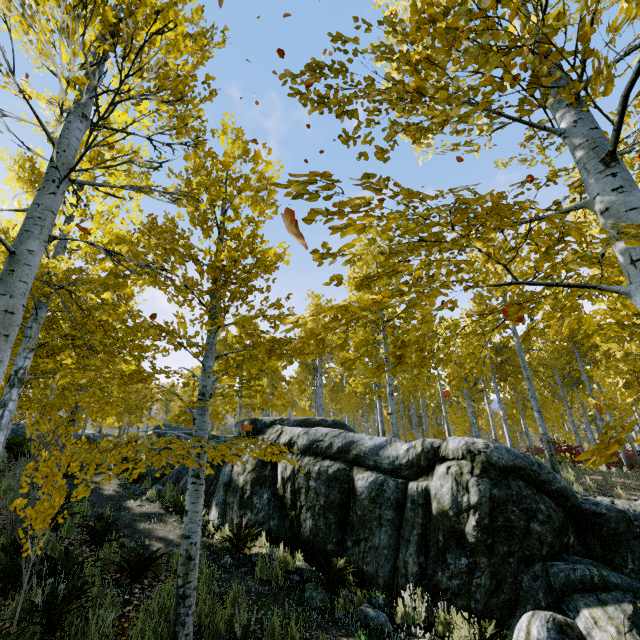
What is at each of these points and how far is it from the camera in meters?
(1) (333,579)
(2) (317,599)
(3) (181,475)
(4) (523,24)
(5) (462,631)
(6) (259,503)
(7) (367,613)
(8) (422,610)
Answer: (1) instancedfoliageactor, 5.7
(2) rock, 5.2
(3) rock, 11.9
(4) instancedfoliageactor, 1.9
(5) instancedfoliageactor, 4.4
(6) rock, 7.8
(7) rock, 4.9
(8) instancedfoliageactor, 5.0

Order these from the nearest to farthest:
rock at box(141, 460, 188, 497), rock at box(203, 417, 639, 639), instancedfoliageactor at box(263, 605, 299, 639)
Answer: instancedfoliageactor at box(263, 605, 299, 639)
rock at box(203, 417, 639, 639)
rock at box(141, 460, 188, 497)

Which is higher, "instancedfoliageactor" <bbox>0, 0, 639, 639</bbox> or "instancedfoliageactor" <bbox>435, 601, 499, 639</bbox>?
"instancedfoliageactor" <bbox>0, 0, 639, 639</bbox>

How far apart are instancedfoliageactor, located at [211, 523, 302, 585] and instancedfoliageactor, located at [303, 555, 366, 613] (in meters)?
0.77

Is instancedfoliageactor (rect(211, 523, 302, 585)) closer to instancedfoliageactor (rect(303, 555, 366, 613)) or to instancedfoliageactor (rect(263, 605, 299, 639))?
instancedfoliageactor (rect(303, 555, 366, 613))

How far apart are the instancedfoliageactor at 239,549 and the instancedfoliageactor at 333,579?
0.77m

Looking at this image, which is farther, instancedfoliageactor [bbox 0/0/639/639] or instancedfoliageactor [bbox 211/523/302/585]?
instancedfoliageactor [bbox 211/523/302/585]

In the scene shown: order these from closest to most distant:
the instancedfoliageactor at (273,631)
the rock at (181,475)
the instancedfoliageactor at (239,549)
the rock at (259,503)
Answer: the instancedfoliageactor at (273,631) < the rock at (259,503) < the instancedfoliageactor at (239,549) < the rock at (181,475)
